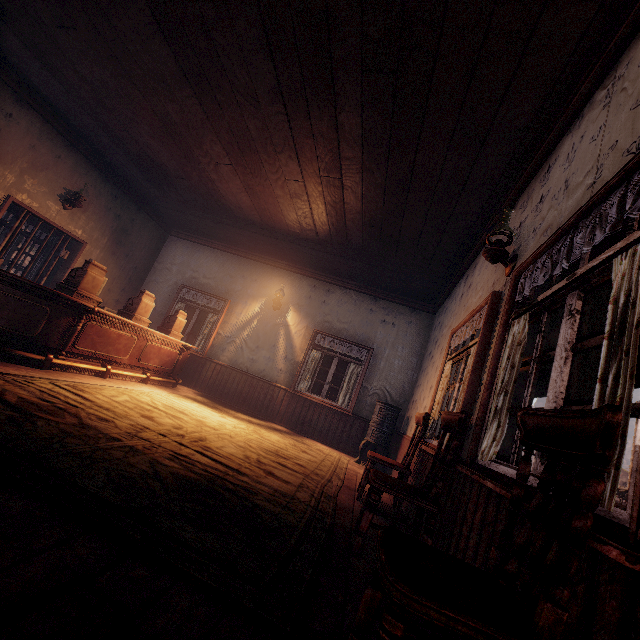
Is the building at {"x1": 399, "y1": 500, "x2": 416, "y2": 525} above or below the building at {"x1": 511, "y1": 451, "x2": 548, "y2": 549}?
below

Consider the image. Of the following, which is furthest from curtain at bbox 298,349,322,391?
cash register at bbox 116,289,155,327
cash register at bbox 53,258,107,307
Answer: cash register at bbox 53,258,107,307

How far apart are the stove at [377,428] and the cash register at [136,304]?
4.7 meters

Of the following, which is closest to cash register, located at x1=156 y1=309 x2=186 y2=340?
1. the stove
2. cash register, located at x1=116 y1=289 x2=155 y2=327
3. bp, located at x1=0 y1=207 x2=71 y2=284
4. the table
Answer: the table

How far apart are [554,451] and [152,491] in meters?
2.1 m

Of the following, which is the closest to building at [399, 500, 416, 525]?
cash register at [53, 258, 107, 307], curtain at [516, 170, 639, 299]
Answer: curtain at [516, 170, 639, 299]

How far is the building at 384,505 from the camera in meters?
3.7

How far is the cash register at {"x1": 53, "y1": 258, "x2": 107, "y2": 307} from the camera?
4.49m
